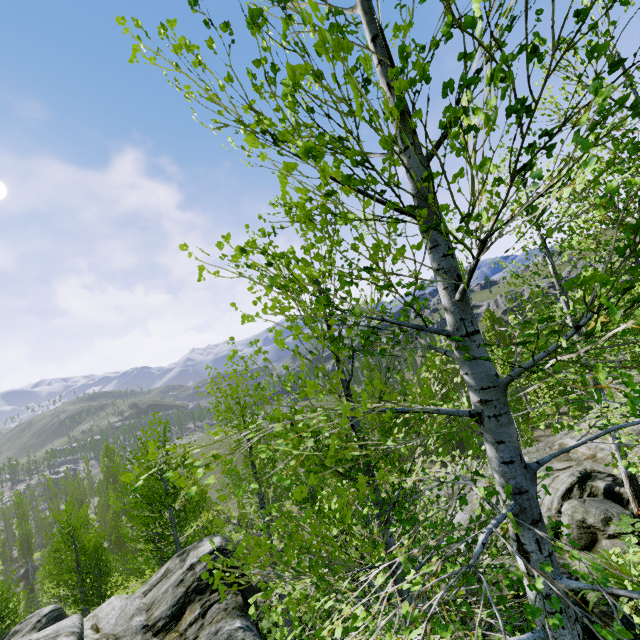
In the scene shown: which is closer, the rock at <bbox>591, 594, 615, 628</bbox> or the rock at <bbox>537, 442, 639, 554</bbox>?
the rock at <bbox>591, 594, 615, 628</bbox>

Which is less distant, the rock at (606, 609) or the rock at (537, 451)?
the rock at (606, 609)

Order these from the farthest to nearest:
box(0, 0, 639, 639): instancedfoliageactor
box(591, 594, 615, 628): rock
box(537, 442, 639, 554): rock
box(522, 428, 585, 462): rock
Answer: box(522, 428, 585, 462): rock
box(537, 442, 639, 554): rock
box(591, 594, 615, 628): rock
box(0, 0, 639, 639): instancedfoliageactor

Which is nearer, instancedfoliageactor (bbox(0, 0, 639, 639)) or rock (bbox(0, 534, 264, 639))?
instancedfoliageactor (bbox(0, 0, 639, 639))

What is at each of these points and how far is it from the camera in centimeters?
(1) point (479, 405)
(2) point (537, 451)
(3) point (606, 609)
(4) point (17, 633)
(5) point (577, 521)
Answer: (1) instancedfoliageactor, 259cm
(2) rock, 1365cm
(3) rock, 605cm
(4) rock, 1577cm
(5) rock, 779cm

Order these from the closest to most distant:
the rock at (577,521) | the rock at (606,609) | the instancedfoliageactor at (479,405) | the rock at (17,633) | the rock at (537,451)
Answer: the instancedfoliageactor at (479,405) → the rock at (606,609) → the rock at (17,633) → the rock at (577,521) → the rock at (537,451)
